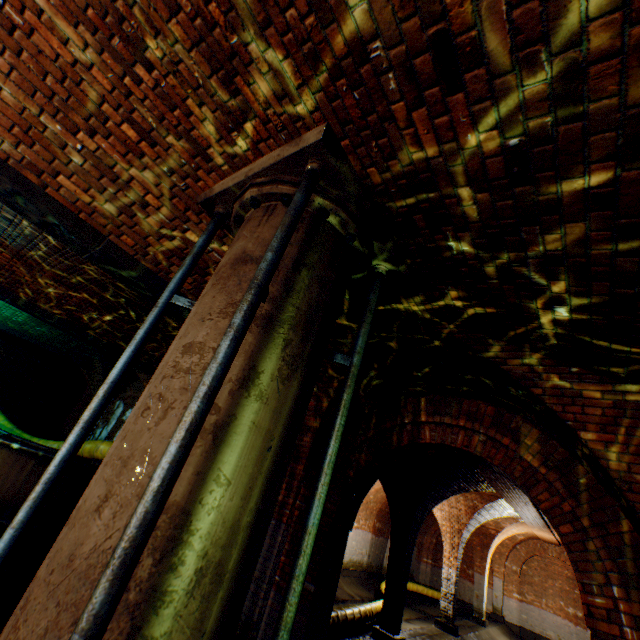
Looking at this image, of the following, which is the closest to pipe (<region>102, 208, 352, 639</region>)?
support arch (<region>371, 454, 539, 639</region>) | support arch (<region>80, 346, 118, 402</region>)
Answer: support arch (<region>80, 346, 118, 402</region>)

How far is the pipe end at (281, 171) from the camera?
2.2 meters

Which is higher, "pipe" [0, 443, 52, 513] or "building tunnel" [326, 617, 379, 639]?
"pipe" [0, 443, 52, 513]

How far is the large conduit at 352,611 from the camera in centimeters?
798cm

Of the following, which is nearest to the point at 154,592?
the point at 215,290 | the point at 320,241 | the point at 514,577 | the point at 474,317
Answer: the point at 215,290

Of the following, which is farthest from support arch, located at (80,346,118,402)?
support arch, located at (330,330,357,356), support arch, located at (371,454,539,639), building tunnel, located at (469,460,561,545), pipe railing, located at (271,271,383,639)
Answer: pipe railing, located at (271,271,383,639)

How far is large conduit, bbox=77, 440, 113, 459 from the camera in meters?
7.0

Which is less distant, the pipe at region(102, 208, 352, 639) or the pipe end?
the pipe at region(102, 208, 352, 639)
